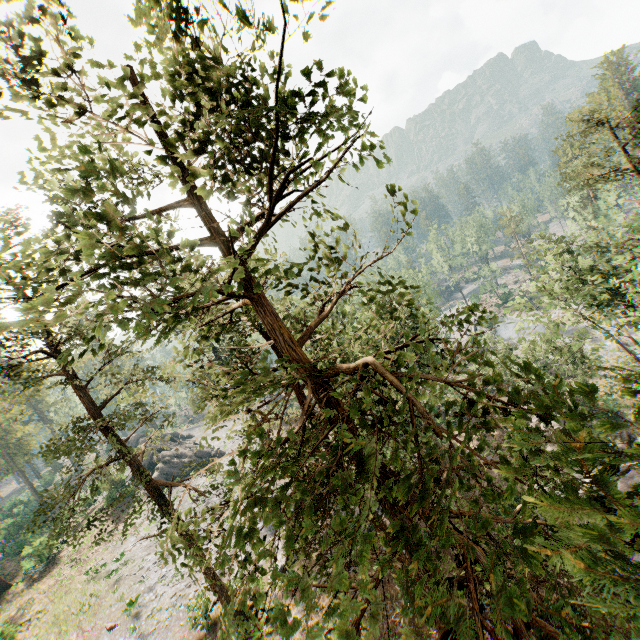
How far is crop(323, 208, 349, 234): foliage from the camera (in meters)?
6.66

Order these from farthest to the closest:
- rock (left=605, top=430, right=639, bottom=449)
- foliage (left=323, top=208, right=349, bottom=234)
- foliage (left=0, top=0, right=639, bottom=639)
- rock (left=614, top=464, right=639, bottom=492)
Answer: rock (left=605, top=430, right=639, bottom=449) → rock (left=614, top=464, right=639, bottom=492) → foliage (left=323, top=208, right=349, bottom=234) → foliage (left=0, top=0, right=639, bottom=639)

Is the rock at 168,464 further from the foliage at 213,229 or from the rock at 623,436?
the rock at 623,436

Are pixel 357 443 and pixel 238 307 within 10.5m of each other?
yes

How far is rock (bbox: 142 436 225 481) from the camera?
42.94m

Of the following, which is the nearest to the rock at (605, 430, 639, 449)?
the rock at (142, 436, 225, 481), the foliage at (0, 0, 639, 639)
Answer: the foliage at (0, 0, 639, 639)

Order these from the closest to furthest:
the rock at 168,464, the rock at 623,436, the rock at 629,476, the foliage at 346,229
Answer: the foliage at 346,229, the rock at 629,476, the rock at 623,436, the rock at 168,464

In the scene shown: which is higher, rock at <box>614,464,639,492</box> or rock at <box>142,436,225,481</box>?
rock at <box>142,436,225,481</box>
